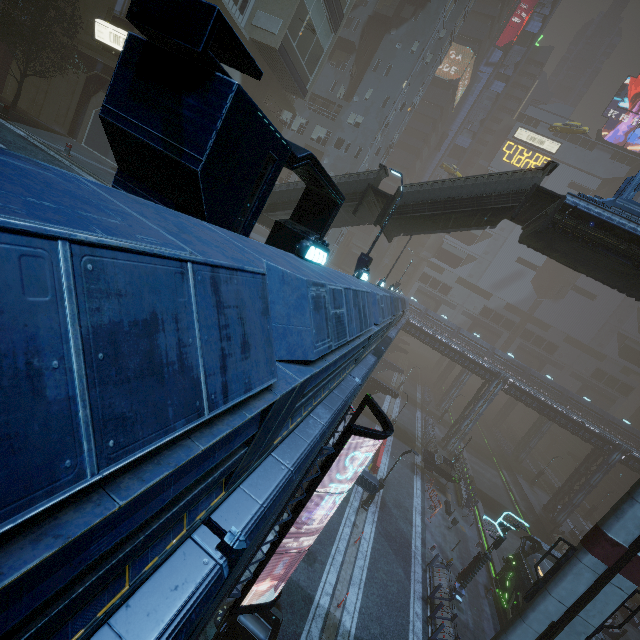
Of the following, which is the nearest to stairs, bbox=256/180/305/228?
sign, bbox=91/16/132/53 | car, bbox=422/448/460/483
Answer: sign, bbox=91/16/132/53

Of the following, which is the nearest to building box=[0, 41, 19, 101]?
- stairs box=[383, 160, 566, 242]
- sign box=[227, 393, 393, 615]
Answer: sign box=[227, 393, 393, 615]

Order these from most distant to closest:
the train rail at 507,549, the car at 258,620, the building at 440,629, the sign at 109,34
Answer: the train rail at 507,549 → the sign at 109,34 → the building at 440,629 → the car at 258,620

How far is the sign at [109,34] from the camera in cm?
2050

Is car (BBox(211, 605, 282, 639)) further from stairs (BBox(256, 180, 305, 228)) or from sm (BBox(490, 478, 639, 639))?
stairs (BBox(256, 180, 305, 228))

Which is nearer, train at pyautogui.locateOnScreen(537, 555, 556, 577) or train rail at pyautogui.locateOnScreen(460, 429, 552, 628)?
train at pyautogui.locateOnScreen(537, 555, 556, 577)

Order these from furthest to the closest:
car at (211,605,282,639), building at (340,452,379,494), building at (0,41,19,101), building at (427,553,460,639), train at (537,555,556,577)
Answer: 1. building at (0,41,19,101)
2. train at (537,555,556,577)
3. building at (340,452,379,494)
4. building at (427,553,460,639)
5. car at (211,605,282,639)

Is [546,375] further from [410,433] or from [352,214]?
[352,214]
